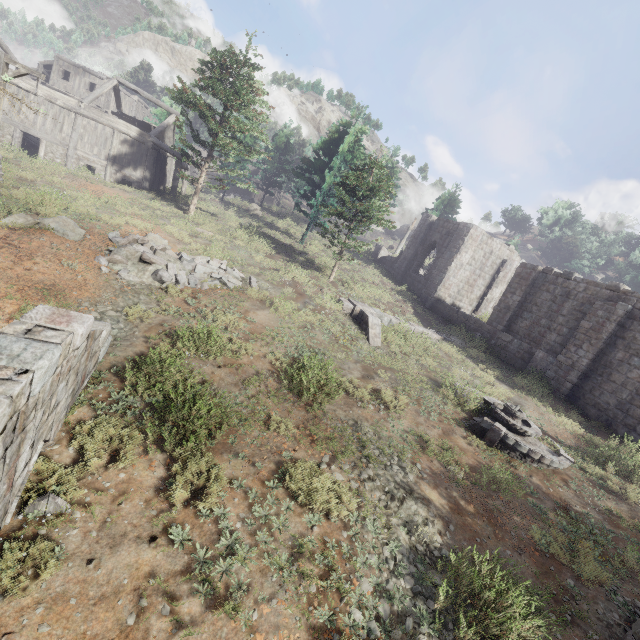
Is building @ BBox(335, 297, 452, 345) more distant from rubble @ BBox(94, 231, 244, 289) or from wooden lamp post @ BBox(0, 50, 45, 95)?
rubble @ BBox(94, 231, 244, 289)

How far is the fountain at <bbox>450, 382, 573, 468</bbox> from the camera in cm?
986

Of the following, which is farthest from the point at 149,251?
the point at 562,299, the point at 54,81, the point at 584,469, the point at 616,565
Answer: the point at 54,81

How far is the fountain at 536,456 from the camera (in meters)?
9.86

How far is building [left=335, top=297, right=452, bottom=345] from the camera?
15.2m

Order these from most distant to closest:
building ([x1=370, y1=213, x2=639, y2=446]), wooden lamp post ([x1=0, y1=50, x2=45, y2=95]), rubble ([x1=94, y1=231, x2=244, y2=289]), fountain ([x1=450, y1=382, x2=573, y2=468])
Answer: building ([x1=370, y1=213, x2=639, y2=446]), wooden lamp post ([x1=0, y1=50, x2=45, y2=95]), rubble ([x1=94, y1=231, x2=244, y2=289]), fountain ([x1=450, y1=382, x2=573, y2=468])

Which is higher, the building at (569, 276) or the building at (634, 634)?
the building at (569, 276)

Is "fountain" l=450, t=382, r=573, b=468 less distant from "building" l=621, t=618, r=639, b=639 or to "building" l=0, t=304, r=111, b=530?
"building" l=621, t=618, r=639, b=639
